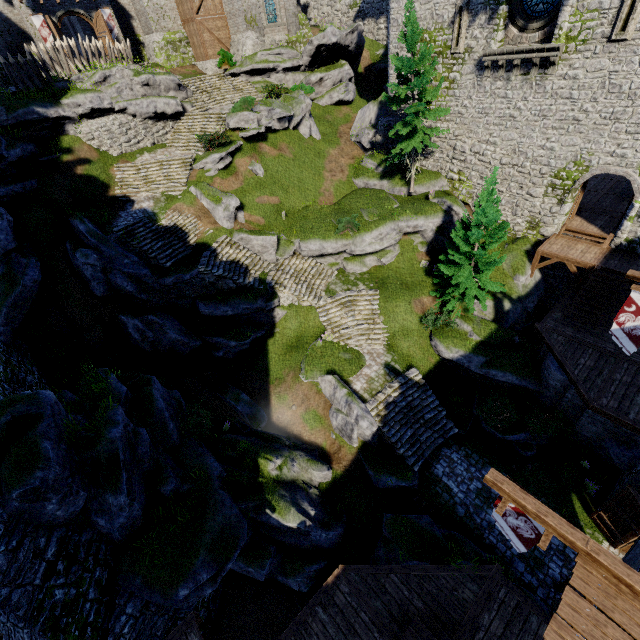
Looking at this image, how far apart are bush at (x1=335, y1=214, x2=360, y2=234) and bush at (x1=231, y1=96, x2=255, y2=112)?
10.8m

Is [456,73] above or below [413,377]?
above

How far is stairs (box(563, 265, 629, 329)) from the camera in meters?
17.6

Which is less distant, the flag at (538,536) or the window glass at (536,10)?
the flag at (538,536)

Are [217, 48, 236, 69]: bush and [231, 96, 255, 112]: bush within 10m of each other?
yes

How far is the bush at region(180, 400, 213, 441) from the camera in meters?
15.4 m

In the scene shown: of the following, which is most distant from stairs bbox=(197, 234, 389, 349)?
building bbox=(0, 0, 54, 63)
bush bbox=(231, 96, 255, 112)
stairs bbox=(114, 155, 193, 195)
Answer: building bbox=(0, 0, 54, 63)

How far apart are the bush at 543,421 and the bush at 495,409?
0.17m
